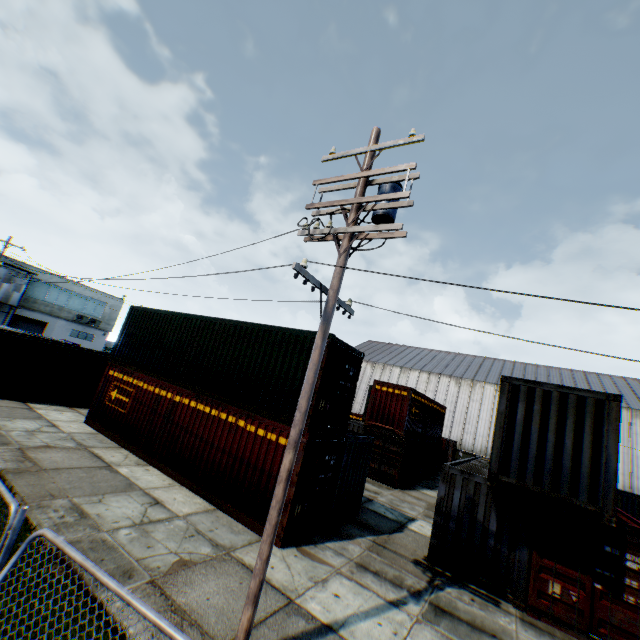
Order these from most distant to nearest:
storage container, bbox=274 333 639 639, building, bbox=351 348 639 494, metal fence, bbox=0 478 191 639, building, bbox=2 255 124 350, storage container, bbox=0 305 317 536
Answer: building, bbox=2 255 124 350 < building, bbox=351 348 639 494 < storage container, bbox=0 305 317 536 < storage container, bbox=274 333 639 639 < metal fence, bbox=0 478 191 639

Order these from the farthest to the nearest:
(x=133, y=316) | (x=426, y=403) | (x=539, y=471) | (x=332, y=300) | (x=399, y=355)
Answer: (x=399, y=355) → (x=426, y=403) → (x=133, y=316) → (x=539, y=471) → (x=332, y=300)

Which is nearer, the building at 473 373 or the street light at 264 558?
the street light at 264 558

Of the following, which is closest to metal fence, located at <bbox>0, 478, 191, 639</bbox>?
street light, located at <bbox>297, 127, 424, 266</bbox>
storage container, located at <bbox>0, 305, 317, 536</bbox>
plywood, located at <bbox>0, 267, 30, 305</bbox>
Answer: street light, located at <bbox>297, 127, 424, 266</bbox>

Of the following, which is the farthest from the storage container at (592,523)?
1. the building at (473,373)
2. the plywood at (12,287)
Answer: the plywood at (12,287)

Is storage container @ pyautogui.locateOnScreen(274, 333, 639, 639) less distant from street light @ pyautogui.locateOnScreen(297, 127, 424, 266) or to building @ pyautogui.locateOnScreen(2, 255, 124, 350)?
street light @ pyautogui.locateOnScreen(297, 127, 424, 266)

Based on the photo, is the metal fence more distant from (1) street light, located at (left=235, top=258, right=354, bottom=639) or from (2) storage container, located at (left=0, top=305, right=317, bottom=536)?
(2) storage container, located at (left=0, top=305, right=317, bottom=536)

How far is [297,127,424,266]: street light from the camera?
6.1m
